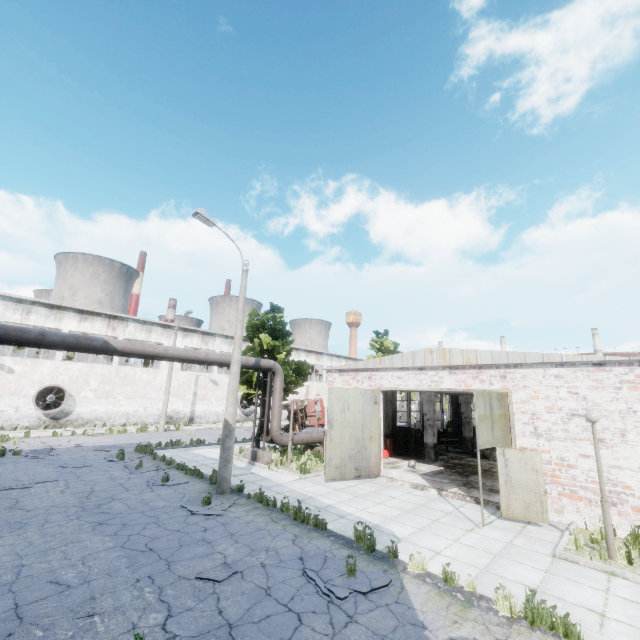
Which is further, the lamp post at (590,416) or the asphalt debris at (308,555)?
the lamp post at (590,416)

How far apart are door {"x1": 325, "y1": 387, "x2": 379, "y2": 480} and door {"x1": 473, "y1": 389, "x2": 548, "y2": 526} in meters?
5.3

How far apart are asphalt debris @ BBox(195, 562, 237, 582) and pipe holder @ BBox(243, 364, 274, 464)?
9.70m

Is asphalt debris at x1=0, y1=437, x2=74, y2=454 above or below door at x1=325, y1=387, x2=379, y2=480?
below

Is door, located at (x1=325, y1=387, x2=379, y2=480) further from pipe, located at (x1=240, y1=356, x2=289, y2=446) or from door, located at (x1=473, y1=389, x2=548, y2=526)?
door, located at (x1=473, y1=389, x2=548, y2=526)

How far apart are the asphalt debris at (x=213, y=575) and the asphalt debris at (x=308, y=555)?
1.3 meters

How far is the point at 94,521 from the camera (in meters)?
8.69

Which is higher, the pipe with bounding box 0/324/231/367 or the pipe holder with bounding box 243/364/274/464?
the pipe with bounding box 0/324/231/367
